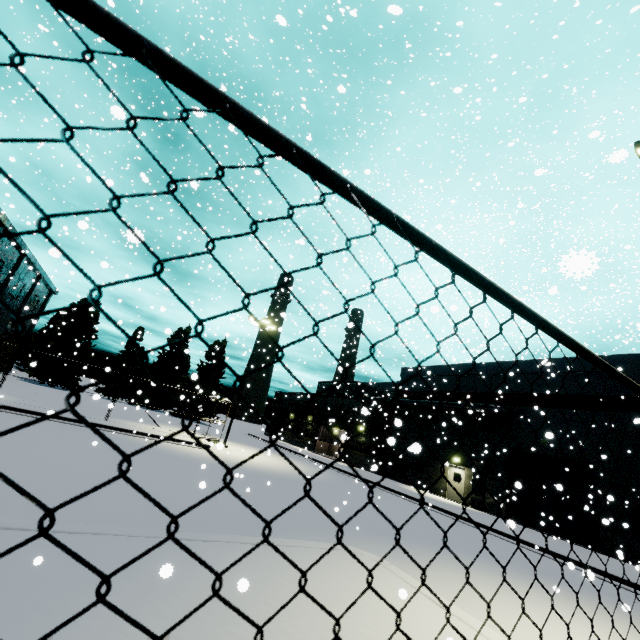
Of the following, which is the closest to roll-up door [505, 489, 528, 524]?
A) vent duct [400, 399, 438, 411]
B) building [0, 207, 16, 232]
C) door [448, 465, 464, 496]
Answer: building [0, 207, 16, 232]

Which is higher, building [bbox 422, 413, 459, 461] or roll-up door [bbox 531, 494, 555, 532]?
building [bbox 422, 413, 459, 461]

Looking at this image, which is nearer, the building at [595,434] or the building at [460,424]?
the building at [595,434]

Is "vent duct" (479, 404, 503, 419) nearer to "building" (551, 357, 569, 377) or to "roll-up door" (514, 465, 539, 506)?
"building" (551, 357, 569, 377)

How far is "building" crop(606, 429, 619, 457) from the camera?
18.1m

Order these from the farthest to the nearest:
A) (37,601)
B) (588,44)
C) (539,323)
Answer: (588,44) < (37,601) < (539,323)

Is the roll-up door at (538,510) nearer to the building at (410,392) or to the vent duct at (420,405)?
the building at (410,392)
